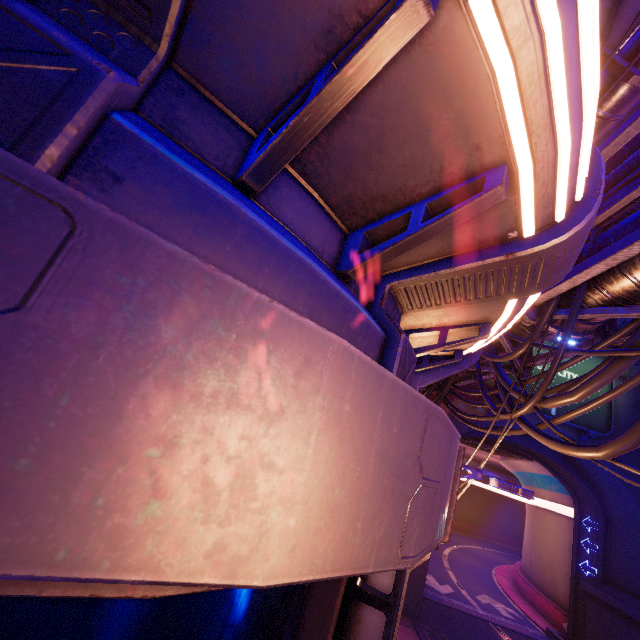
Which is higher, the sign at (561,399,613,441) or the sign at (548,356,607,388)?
the sign at (548,356,607,388)

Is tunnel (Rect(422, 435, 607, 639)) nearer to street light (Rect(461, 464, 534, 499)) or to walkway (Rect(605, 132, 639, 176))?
walkway (Rect(605, 132, 639, 176))

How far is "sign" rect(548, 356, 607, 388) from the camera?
21.8 meters

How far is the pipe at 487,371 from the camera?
9.26m

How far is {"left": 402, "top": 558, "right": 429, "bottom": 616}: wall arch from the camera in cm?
1755

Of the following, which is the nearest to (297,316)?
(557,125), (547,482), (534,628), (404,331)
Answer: (557,125)

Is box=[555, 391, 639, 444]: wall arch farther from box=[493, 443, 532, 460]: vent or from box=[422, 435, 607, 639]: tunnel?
box=[493, 443, 532, 460]: vent

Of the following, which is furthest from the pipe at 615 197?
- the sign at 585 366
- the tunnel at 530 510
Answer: the sign at 585 366
